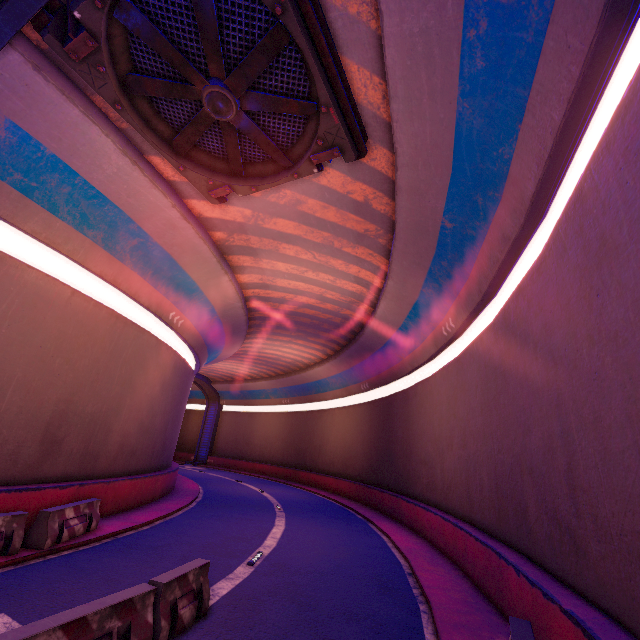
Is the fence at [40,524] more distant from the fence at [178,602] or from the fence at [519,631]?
the fence at [519,631]

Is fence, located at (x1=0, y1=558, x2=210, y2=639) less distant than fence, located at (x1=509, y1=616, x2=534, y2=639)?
Yes

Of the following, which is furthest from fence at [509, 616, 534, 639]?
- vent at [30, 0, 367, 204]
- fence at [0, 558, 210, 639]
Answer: vent at [30, 0, 367, 204]

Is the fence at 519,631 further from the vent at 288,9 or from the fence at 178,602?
the vent at 288,9

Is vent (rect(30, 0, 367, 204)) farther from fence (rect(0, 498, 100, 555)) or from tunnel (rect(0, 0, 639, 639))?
fence (rect(0, 498, 100, 555))

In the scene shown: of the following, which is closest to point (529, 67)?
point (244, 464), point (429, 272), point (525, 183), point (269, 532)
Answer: point (525, 183)

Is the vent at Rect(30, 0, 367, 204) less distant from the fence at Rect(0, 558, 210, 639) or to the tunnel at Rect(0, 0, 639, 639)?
the tunnel at Rect(0, 0, 639, 639)
